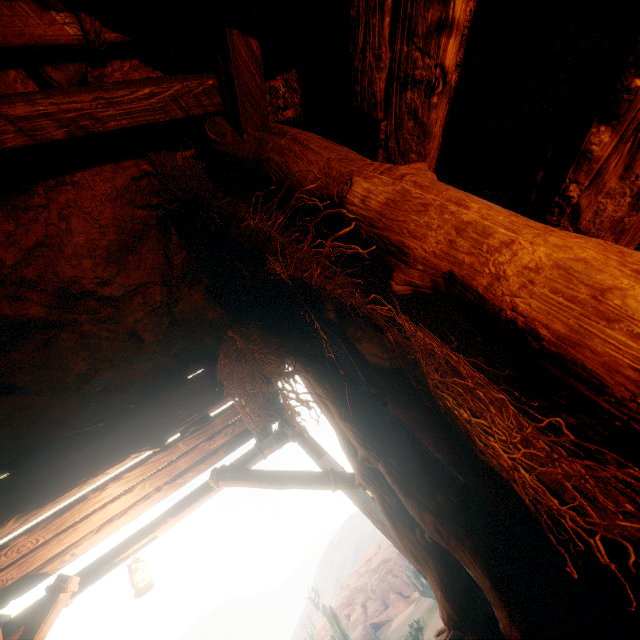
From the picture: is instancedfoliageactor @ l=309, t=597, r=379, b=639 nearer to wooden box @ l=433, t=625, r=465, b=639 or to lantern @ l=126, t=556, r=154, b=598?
wooden box @ l=433, t=625, r=465, b=639

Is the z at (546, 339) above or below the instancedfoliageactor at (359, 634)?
above

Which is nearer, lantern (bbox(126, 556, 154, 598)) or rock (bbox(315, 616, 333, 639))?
lantern (bbox(126, 556, 154, 598))

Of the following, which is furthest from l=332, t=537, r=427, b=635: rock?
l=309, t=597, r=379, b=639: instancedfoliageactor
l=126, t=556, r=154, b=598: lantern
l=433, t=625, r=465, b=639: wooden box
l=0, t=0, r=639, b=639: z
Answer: l=126, t=556, r=154, b=598: lantern

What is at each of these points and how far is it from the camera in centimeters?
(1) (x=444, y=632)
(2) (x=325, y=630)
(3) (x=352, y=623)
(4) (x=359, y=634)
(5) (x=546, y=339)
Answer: (1) wooden box, 384cm
(2) rock, 2552cm
(3) rock, 2489cm
(4) instancedfoliageactor, 2123cm
(5) z, 81cm

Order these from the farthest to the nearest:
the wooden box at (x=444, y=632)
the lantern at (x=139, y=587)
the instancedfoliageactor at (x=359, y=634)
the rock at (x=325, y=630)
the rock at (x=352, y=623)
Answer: the rock at (x=325, y=630), the rock at (x=352, y=623), the instancedfoliageactor at (x=359, y=634), the lantern at (x=139, y=587), the wooden box at (x=444, y=632)

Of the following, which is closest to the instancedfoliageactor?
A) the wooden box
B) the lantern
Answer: the wooden box
